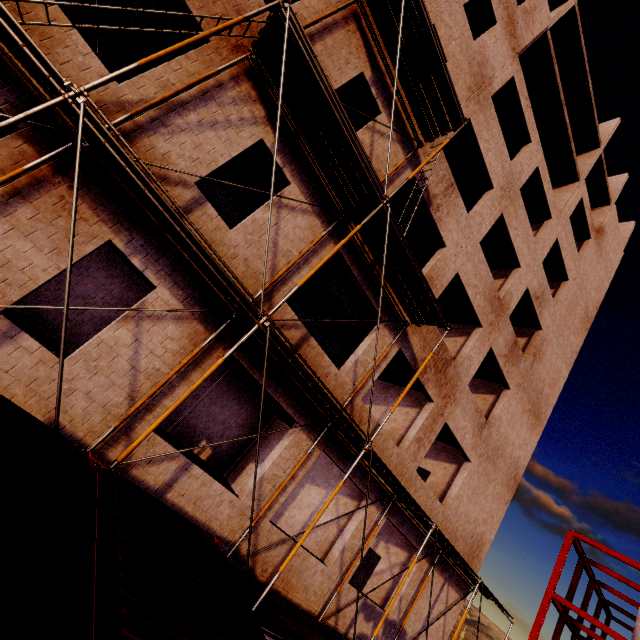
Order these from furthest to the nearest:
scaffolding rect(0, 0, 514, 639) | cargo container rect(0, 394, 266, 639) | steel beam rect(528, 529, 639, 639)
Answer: steel beam rect(528, 529, 639, 639)
scaffolding rect(0, 0, 514, 639)
cargo container rect(0, 394, 266, 639)

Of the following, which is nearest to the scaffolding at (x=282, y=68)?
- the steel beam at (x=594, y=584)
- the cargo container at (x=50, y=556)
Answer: the cargo container at (x=50, y=556)

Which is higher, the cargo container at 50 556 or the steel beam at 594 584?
the steel beam at 594 584

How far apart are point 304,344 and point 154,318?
3.6m

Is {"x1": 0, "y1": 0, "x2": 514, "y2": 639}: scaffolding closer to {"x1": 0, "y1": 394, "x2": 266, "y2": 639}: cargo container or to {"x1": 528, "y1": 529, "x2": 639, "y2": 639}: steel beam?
{"x1": 0, "y1": 394, "x2": 266, "y2": 639}: cargo container

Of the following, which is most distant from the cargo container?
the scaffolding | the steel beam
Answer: the steel beam
